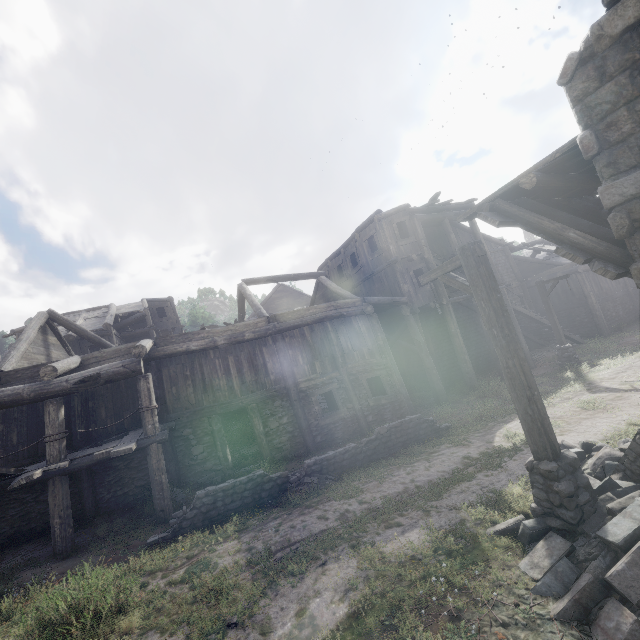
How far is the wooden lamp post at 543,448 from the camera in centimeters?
464cm

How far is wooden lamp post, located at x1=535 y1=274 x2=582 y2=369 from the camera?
16.2m

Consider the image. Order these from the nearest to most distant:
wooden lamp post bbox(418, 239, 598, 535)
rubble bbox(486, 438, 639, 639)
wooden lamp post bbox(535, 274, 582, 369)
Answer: rubble bbox(486, 438, 639, 639) → wooden lamp post bbox(418, 239, 598, 535) → wooden lamp post bbox(535, 274, 582, 369)

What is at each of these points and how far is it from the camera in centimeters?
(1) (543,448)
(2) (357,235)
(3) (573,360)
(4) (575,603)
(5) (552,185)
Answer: (1) wooden lamp post, 485cm
(2) building, 1941cm
(3) wooden lamp post, 1636cm
(4) rubble, 365cm
(5) wooden plank rubble, 594cm

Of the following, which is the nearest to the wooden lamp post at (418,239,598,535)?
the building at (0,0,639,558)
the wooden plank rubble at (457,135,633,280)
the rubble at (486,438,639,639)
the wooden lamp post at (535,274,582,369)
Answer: the rubble at (486,438,639,639)

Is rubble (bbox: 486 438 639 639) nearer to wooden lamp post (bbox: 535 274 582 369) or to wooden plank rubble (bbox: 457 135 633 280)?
wooden plank rubble (bbox: 457 135 633 280)

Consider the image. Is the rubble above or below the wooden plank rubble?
below

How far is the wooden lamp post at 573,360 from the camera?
16.2 meters
